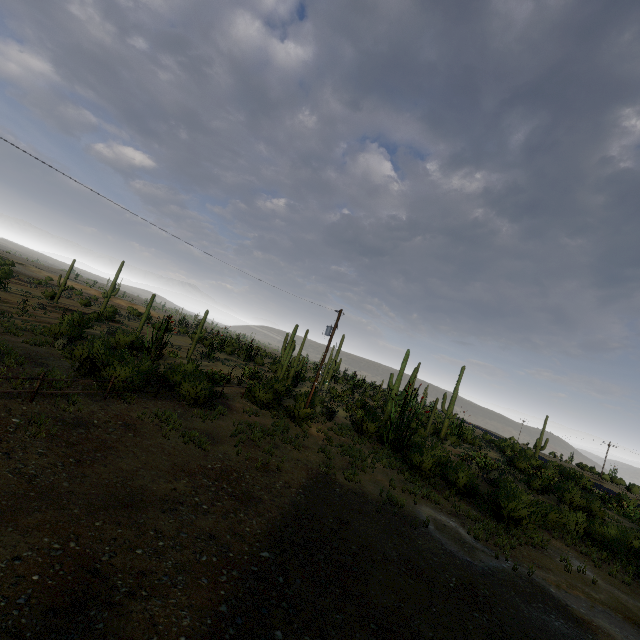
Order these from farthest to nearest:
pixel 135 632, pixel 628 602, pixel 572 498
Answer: pixel 572 498
pixel 628 602
pixel 135 632
